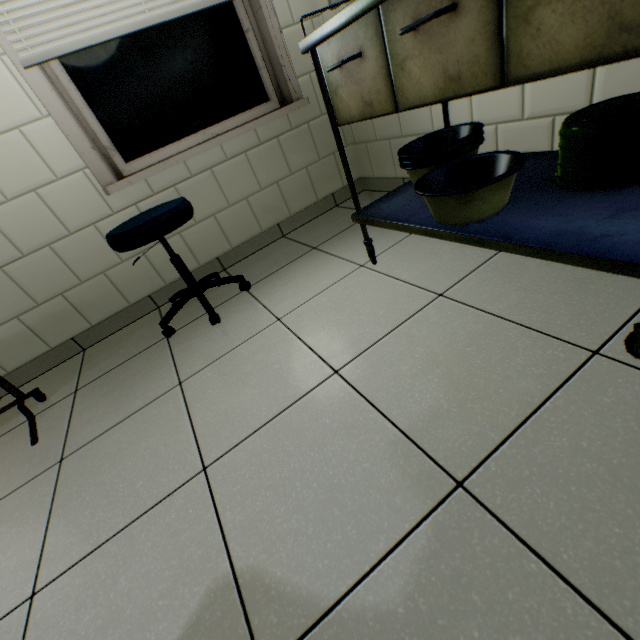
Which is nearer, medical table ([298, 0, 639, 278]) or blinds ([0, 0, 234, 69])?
medical table ([298, 0, 639, 278])

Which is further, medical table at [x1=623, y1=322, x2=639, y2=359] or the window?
the window

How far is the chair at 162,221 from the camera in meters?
1.4

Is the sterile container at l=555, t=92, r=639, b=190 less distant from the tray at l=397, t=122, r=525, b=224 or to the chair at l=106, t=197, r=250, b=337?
the tray at l=397, t=122, r=525, b=224

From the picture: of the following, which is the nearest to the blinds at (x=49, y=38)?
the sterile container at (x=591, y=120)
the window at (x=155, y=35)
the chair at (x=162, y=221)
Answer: the window at (x=155, y=35)

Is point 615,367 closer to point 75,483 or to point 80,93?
point 75,483

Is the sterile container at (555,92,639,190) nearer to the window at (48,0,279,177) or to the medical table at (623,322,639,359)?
the medical table at (623,322,639,359)

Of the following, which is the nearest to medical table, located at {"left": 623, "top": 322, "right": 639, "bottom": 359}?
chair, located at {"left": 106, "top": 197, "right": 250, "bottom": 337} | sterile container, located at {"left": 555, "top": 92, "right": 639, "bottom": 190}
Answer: sterile container, located at {"left": 555, "top": 92, "right": 639, "bottom": 190}
